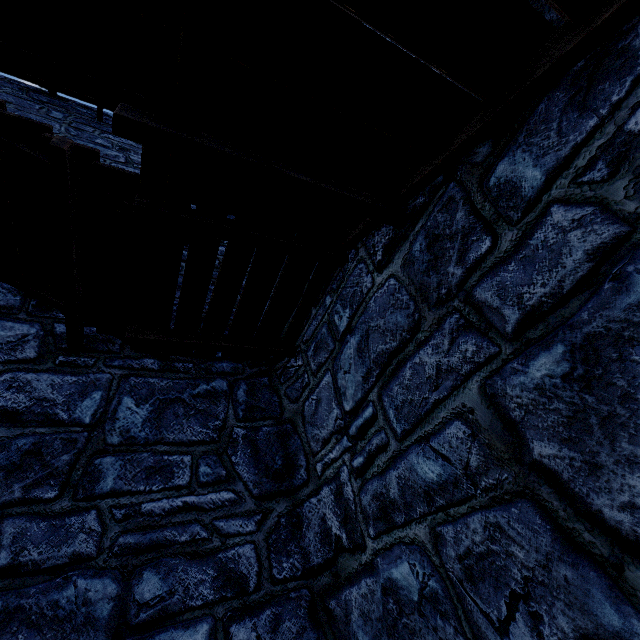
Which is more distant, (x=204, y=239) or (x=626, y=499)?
(x=204, y=239)
